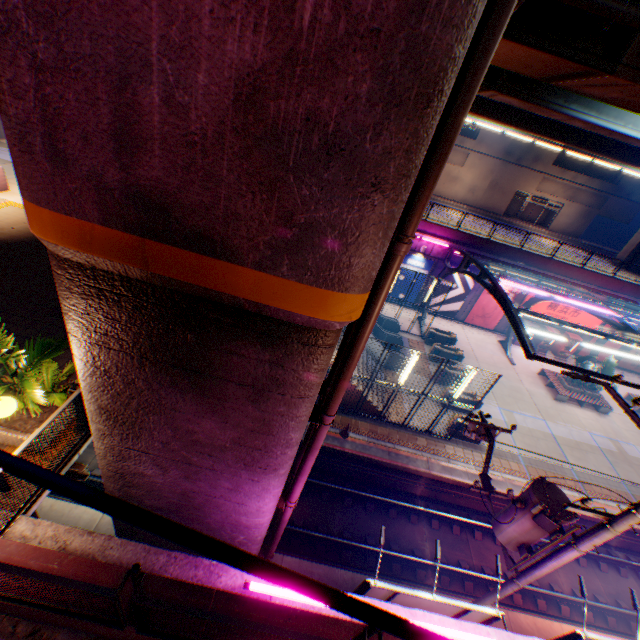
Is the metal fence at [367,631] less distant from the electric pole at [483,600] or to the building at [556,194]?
the electric pole at [483,600]

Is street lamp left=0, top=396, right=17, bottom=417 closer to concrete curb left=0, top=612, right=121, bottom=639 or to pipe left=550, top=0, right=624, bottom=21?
concrete curb left=0, top=612, right=121, bottom=639

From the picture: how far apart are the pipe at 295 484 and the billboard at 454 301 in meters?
22.4 m

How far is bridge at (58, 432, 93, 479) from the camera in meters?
5.8

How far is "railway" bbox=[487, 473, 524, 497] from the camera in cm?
1505

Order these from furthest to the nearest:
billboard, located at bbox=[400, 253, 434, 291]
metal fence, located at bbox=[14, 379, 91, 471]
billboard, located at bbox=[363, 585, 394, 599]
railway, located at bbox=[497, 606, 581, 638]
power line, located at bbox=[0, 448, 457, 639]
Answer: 1. billboard, located at bbox=[400, 253, 434, 291]
2. railway, located at bbox=[497, 606, 581, 638]
3. billboard, located at bbox=[363, 585, 394, 599]
4. metal fence, located at bbox=[14, 379, 91, 471]
5. power line, located at bbox=[0, 448, 457, 639]

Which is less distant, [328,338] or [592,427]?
[328,338]

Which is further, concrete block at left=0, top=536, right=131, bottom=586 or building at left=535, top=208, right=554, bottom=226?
building at left=535, top=208, right=554, bottom=226
